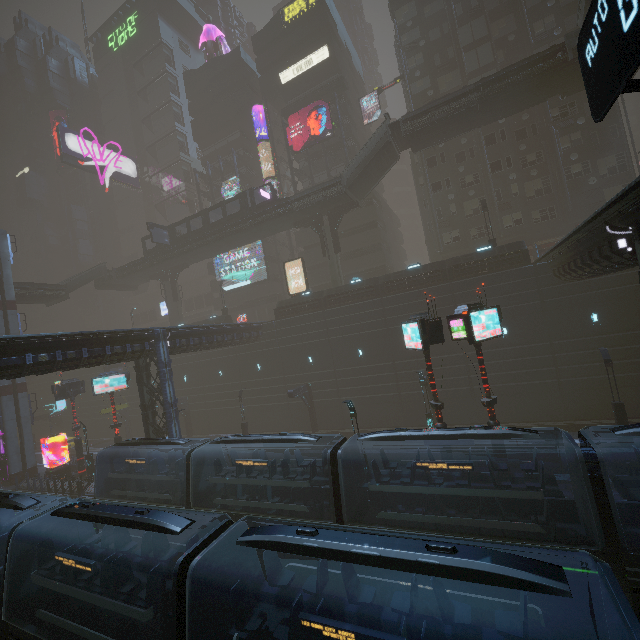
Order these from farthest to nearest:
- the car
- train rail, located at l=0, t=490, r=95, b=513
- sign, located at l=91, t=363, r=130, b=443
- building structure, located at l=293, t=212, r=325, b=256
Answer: the car → building structure, located at l=293, t=212, r=325, b=256 → sign, located at l=91, t=363, r=130, b=443 → train rail, located at l=0, t=490, r=95, b=513

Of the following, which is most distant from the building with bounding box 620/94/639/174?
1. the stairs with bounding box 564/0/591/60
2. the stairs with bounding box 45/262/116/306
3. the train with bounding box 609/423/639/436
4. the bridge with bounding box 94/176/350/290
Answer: the stairs with bounding box 45/262/116/306

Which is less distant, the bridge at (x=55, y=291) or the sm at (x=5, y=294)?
the sm at (x=5, y=294)

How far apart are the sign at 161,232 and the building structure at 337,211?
21.0 meters

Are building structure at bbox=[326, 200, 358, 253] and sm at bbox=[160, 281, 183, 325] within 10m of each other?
no

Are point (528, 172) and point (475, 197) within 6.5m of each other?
yes

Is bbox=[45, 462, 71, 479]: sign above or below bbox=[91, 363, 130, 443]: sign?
below

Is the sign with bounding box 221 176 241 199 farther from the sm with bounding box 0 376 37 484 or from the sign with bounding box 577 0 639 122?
the sign with bounding box 577 0 639 122
